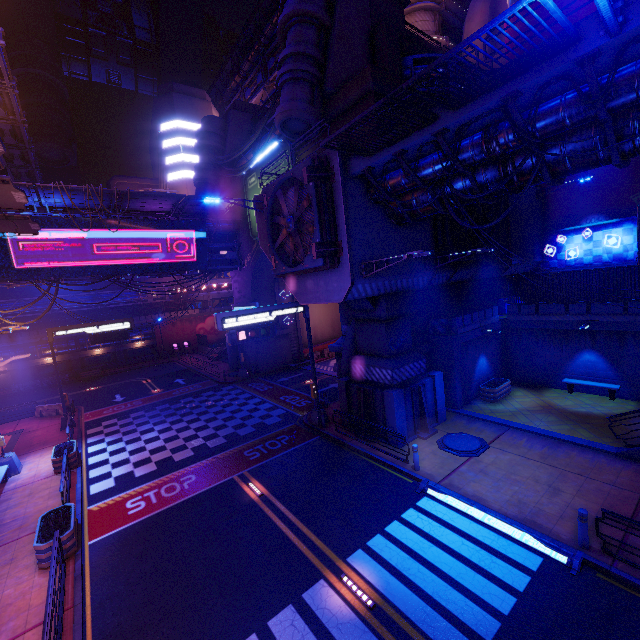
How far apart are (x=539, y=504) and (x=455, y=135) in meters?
12.1 m

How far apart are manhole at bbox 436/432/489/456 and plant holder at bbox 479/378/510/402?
4.0 meters

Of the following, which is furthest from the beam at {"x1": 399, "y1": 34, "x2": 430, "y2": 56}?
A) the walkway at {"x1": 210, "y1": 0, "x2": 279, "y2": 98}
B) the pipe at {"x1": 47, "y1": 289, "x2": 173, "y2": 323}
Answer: the pipe at {"x1": 47, "y1": 289, "x2": 173, "y2": 323}

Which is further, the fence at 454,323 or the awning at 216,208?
the awning at 216,208

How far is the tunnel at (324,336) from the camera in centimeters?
3731cm

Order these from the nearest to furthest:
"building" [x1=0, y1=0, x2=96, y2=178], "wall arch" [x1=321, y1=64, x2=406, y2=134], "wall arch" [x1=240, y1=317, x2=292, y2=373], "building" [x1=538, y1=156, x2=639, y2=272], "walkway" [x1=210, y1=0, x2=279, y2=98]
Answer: "wall arch" [x1=321, y1=64, x2=406, y2=134], "building" [x1=538, y1=156, x2=639, y2=272], "wall arch" [x1=240, y1=317, x2=292, y2=373], "walkway" [x1=210, y1=0, x2=279, y2=98], "building" [x1=0, y1=0, x2=96, y2=178]

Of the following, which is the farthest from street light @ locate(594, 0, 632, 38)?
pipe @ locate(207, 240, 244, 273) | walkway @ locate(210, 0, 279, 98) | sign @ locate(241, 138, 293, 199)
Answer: walkway @ locate(210, 0, 279, 98)

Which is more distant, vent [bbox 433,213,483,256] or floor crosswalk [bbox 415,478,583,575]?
vent [bbox 433,213,483,256]
